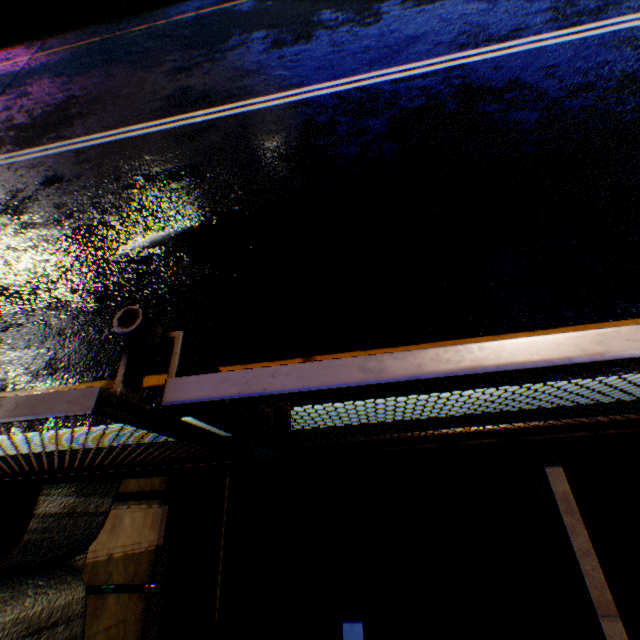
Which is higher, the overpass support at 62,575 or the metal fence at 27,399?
the metal fence at 27,399

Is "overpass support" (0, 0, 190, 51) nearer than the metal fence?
No

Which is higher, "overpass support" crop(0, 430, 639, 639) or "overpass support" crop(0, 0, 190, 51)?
"overpass support" crop(0, 0, 190, 51)

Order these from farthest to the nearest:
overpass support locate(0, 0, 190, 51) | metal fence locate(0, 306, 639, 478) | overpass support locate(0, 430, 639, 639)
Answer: overpass support locate(0, 0, 190, 51)
overpass support locate(0, 430, 639, 639)
metal fence locate(0, 306, 639, 478)

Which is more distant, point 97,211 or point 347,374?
point 97,211

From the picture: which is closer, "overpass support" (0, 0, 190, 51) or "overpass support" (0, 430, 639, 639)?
"overpass support" (0, 430, 639, 639)
